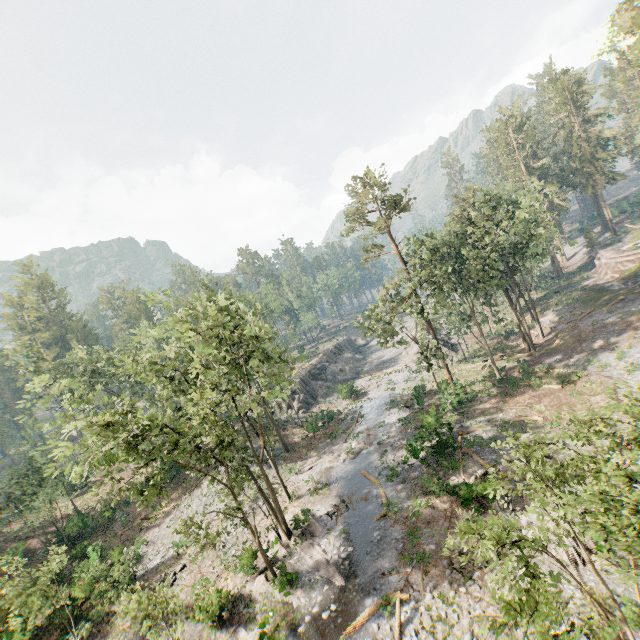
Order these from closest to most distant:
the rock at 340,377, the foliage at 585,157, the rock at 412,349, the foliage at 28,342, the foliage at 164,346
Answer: the foliage at 164,346, the foliage at 585,157, the foliage at 28,342, the rock at 340,377, the rock at 412,349

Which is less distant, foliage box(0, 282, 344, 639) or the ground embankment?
foliage box(0, 282, 344, 639)

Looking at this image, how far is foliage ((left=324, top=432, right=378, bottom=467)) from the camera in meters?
31.8

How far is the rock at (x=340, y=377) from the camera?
47.6m

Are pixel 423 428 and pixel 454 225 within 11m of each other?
no

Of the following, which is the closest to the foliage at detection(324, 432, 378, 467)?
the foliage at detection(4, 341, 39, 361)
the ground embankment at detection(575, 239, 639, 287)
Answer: the ground embankment at detection(575, 239, 639, 287)
